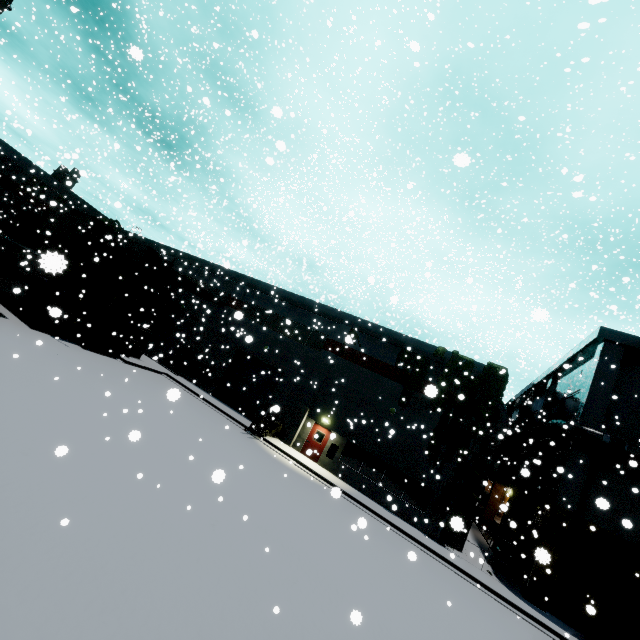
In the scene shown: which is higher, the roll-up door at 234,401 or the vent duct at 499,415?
the vent duct at 499,415

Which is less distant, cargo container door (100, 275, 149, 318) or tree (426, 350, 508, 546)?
tree (426, 350, 508, 546)

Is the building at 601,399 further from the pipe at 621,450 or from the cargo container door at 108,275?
the cargo container door at 108,275

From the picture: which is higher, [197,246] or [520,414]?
[520,414]

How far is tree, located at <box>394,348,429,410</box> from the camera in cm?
2176

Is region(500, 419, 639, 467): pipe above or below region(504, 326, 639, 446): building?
below

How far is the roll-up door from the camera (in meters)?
25.61

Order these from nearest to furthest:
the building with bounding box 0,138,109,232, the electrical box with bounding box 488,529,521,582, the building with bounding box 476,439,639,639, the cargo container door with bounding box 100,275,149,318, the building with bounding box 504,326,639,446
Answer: the building with bounding box 476,439,639,639 → the building with bounding box 504,326,639,446 → the electrical box with bounding box 488,529,521,582 → the cargo container door with bounding box 100,275,149,318 → the building with bounding box 0,138,109,232
